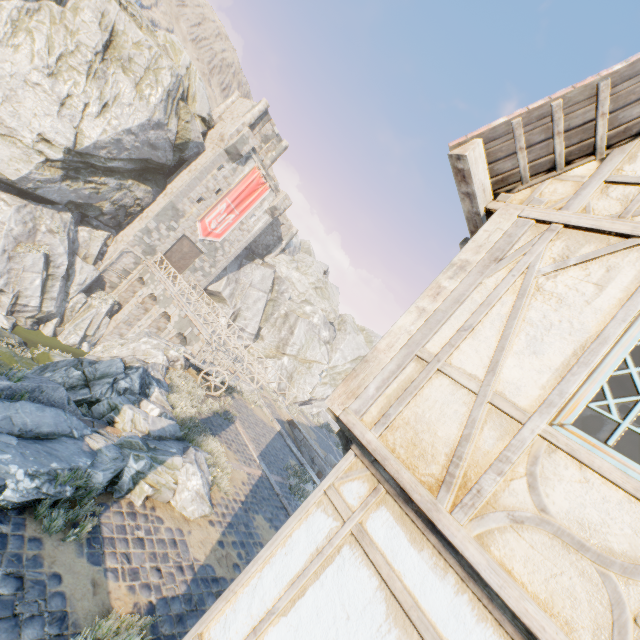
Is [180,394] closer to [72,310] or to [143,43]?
[72,310]

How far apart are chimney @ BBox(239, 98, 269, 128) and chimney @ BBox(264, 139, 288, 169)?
3.19m

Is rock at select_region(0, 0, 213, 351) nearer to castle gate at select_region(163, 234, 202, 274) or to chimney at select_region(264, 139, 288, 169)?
castle gate at select_region(163, 234, 202, 274)

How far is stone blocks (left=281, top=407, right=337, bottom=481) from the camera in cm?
1830

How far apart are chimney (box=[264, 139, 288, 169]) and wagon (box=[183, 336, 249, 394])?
28.5m

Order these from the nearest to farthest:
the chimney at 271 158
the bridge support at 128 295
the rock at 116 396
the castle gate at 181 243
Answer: the rock at 116 396, the bridge support at 128 295, the castle gate at 181 243, the chimney at 271 158

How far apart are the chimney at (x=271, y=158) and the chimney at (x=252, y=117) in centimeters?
319cm

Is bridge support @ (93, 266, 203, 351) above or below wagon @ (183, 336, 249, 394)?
below
